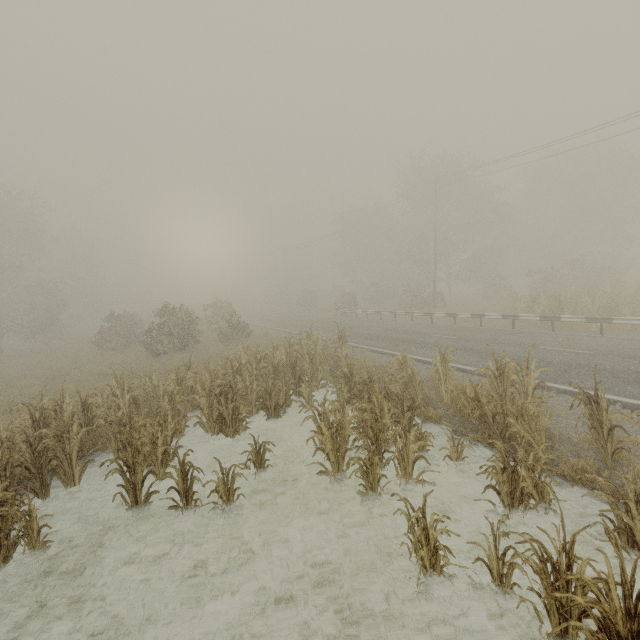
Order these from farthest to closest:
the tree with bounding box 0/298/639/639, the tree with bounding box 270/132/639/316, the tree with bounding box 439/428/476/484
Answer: the tree with bounding box 270/132/639/316
the tree with bounding box 439/428/476/484
the tree with bounding box 0/298/639/639

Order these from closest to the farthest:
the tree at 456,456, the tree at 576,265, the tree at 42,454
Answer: the tree at 42,454 → the tree at 456,456 → the tree at 576,265

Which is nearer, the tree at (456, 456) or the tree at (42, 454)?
the tree at (42, 454)

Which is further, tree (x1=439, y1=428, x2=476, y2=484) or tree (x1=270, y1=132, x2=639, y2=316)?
tree (x1=270, y1=132, x2=639, y2=316)

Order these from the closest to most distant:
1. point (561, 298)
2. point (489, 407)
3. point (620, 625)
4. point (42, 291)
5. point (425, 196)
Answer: point (620, 625), point (489, 407), point (561, 298), point (425, 196), point (42, 291)

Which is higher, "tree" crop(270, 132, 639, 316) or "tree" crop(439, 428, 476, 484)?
Answer: "tree" crop(270, 132, 639, 316)

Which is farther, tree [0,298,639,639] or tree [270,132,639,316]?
tree [270,132,639,316]
